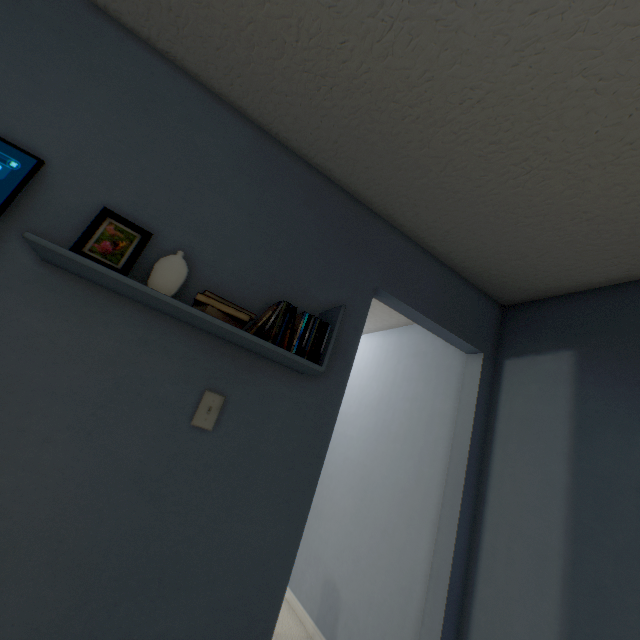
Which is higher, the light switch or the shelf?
the shelf

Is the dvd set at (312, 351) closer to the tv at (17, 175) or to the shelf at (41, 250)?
the shelf at (41, 250)

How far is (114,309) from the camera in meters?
1.1 m

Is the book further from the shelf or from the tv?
the tv

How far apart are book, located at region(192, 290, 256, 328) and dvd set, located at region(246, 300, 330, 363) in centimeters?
5cm

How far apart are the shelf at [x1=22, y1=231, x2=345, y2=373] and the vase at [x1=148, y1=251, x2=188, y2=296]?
0.09m

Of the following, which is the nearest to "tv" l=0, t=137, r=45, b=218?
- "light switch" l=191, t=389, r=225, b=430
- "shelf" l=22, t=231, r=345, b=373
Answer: "shelf" l=22, t=231, r=345, b=373

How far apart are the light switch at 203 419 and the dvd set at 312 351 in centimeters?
26cm
